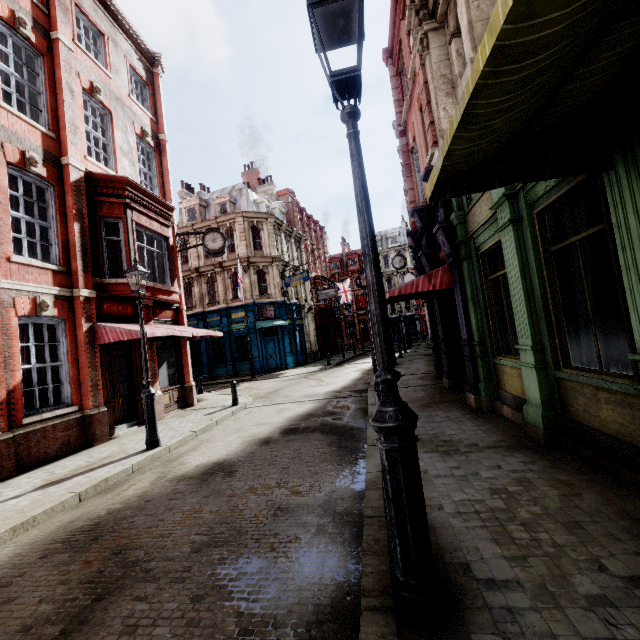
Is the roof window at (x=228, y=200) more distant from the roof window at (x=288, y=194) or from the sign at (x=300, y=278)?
the roof window at (x=288, y=194)

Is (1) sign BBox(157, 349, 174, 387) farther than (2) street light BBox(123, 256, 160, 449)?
Yes

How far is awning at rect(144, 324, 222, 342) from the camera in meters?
10.1

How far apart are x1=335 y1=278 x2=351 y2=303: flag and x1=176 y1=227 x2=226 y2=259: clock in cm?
2689

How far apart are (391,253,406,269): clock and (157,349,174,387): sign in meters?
14.5 m

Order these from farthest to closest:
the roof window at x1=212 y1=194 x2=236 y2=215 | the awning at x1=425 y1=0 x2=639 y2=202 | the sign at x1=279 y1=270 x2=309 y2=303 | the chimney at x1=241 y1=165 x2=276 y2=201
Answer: the chimney at x1=241 y1=165 x2=276 y2=201, the roof window at x1=212 y1=194 x2=236 y2=215, the sign at x1=279 y1=270 x2=309 y2=303, the awning at x1=425 y1=0 x2=639 y2=202

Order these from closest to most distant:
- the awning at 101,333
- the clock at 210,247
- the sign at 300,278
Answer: the awning at 101,333
the clock at 210,247
the sign at 300,278

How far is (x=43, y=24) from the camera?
9.62m
